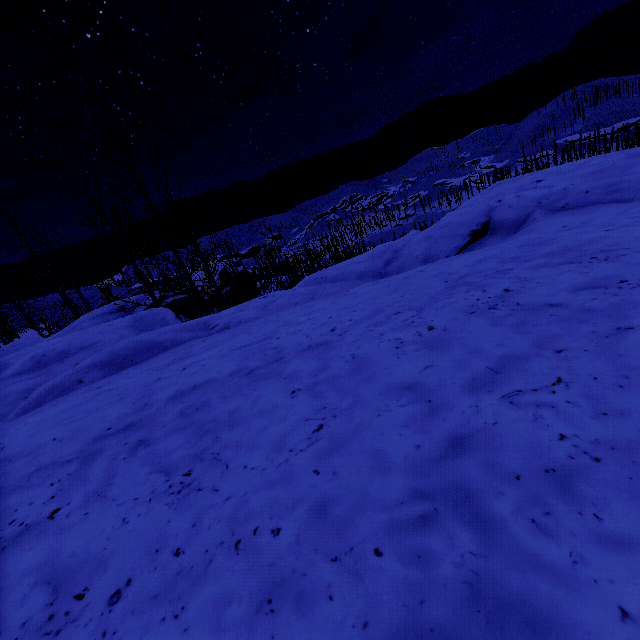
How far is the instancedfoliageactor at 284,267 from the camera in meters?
11.4 m

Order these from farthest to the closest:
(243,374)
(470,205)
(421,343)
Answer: (470,205)
(243,374)
(421,343)

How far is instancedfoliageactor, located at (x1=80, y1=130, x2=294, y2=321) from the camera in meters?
11.4

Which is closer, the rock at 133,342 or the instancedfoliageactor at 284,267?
the rock at 133,342

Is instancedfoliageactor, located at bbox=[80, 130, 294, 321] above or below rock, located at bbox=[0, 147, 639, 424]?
below

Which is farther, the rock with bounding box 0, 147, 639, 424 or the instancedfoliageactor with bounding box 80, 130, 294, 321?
the instancedfoliageactor with bounding box 80, 130, 294, 321
